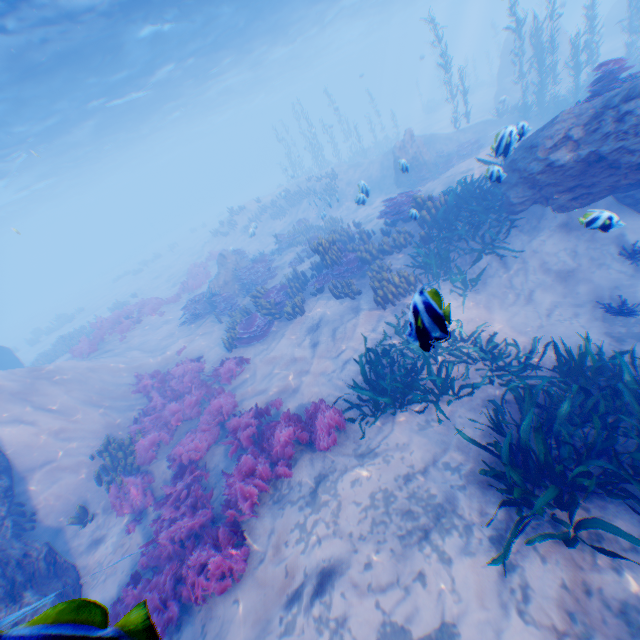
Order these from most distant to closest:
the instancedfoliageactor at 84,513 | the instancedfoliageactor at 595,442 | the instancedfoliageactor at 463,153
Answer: the instancedfoliageactor at 463,153 → the instancedfoliageactor at 84,513 → the instancedfoliageactor at 595,442

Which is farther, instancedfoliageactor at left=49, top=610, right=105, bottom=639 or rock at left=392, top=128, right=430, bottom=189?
rock at left=392, top=128, right=430, bottom=189

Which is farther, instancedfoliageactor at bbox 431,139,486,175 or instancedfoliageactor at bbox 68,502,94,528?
instancedfoliageactor at bbox 431,139,486,175

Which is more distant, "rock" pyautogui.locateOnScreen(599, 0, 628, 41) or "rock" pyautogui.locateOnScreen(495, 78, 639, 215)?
"rock" pyautogui.locateOnScreen(599, 0, 628, 41)

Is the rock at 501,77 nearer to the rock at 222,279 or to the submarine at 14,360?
the submarine at 14,360

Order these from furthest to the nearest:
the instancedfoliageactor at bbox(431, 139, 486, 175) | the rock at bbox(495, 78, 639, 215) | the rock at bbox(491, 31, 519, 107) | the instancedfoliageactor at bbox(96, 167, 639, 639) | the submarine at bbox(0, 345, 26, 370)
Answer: the rock at bbox(491, 31, 519, 107) < the submarine at bbox(0, 345, 26, 370) < the instancedfoliageactor at bbox(431, 139, 486, 175) < the rock at bbox(495, 78, 639, 215) < the instancedfoliageactor at bbox(96, 167, 639, 639)

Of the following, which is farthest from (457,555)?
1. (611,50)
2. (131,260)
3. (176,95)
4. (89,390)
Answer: (131,260)

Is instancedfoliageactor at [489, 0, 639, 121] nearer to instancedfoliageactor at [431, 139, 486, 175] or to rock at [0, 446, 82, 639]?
rock at [0, 446, 82, 639]
